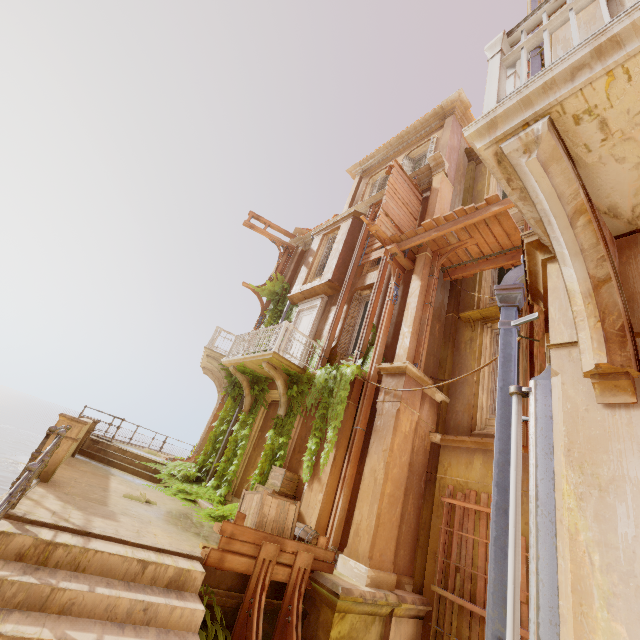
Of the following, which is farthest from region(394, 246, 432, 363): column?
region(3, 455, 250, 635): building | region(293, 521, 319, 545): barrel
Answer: region(3, 455, 250, 635): building

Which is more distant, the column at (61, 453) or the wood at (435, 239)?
the wood at (435, 239)

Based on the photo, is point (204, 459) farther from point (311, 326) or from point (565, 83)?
point (565, 83)

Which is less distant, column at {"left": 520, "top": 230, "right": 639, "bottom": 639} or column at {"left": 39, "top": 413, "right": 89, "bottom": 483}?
column at {"left": 520, "top": 230, "right": 639, "bottom": 639}

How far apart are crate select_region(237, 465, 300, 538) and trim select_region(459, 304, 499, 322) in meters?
6.5 m

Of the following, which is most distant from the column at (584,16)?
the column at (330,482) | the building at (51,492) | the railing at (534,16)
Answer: the column at (330,482)

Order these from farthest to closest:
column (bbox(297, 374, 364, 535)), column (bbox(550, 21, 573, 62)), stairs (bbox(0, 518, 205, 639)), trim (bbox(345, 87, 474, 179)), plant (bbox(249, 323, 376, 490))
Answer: trim (bbox(345, 87, 474, 179)), plant (bbox(249, 323, 376, 490)), column (bbox(297, 374, 364, 535)), column (bbox(550, 21, 573, 62)), stairs (bbox(0, 518, 205, 639))

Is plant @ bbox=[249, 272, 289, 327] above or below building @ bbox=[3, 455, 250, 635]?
above
